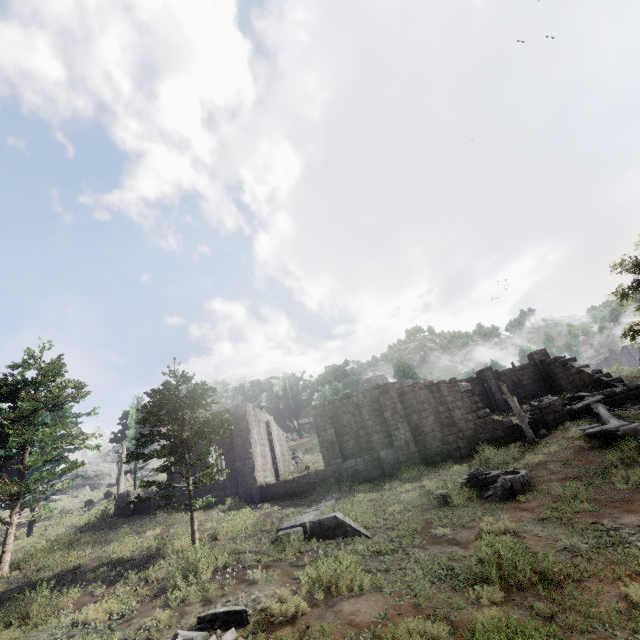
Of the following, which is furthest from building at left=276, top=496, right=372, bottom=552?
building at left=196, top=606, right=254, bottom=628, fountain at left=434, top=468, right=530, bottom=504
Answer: building at left=196, top=606, right=254, bottom=628

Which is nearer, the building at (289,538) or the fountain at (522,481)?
the building at (289,538)

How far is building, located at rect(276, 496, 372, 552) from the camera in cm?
1099

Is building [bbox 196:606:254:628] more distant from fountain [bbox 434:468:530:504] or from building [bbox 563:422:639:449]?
fountain [bbox 434:468:530:504]

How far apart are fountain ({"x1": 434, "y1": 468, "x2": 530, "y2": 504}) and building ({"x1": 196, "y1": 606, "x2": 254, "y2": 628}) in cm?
978

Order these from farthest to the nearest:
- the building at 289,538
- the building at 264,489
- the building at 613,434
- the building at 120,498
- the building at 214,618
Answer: the building at 120,498 < the building at 264,489 < the building at 613,434 < the building at 289,538 < the building at 214,618

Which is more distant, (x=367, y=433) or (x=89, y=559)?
(x=367, y=433)
